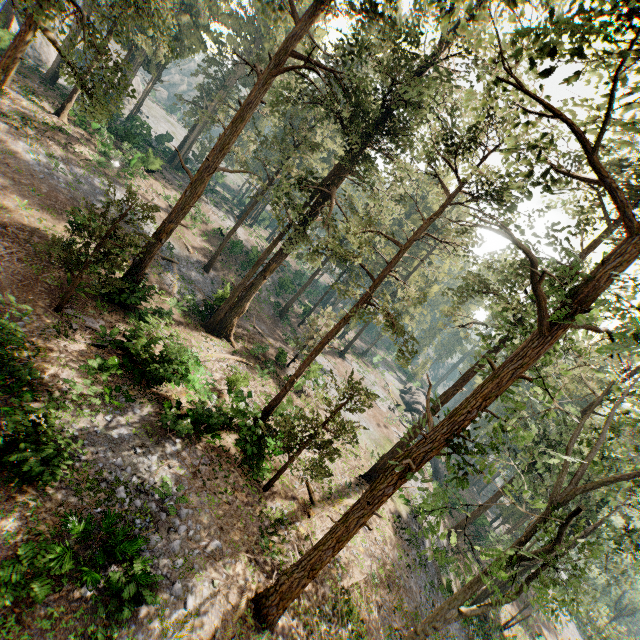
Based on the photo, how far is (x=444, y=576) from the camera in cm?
2491

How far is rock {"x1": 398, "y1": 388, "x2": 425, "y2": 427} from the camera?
45.5 meters

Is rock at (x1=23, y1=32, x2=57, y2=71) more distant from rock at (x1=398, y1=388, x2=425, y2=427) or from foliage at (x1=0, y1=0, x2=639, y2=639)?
rock at (x1=398, y1=388, x2=425, y2=427)

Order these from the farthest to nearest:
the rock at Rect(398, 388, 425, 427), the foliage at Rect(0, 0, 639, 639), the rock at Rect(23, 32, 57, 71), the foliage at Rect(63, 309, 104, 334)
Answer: the rock at Rect(398, 388, 425, 427), the rock at Rect(23, 32, 57, 71), the foliage at Rect(63, 309, 104, 334), the foliage at Rect(0, 0, 639, 639)

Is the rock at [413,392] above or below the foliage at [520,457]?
below

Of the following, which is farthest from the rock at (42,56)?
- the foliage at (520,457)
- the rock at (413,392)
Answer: the rock at (413,392)

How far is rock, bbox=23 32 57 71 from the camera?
42.3 meters

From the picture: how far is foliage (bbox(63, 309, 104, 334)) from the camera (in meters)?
16.56
